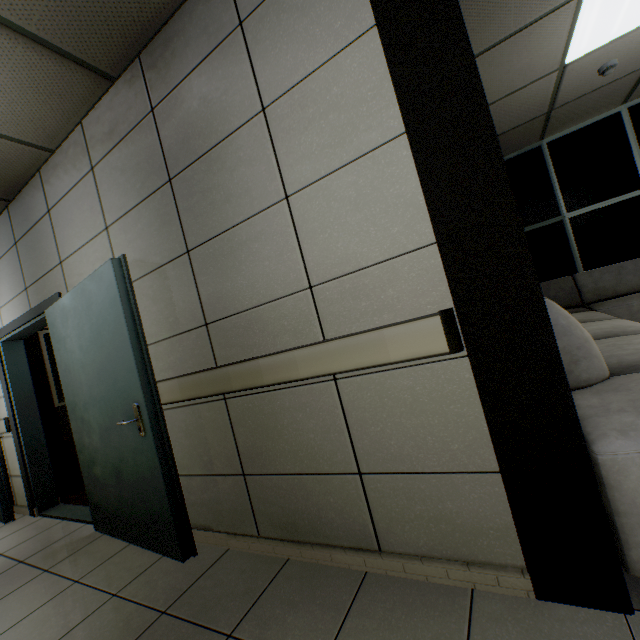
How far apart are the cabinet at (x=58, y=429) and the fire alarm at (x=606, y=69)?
7.1 meters

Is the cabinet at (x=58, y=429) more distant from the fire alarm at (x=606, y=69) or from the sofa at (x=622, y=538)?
the fire alarm at (x=606, y=69)

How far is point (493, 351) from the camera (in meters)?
1.25

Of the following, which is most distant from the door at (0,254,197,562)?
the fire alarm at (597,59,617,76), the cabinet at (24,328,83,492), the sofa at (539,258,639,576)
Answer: the fire alarm at (597,59,617,76)

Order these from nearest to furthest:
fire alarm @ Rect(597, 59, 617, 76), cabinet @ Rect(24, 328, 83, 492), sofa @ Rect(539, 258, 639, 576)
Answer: sofa @ Rect(539, 258, 639, 576) → fire alarm @ Rect(597, 59, 617, 76) → cabinet @ Rect(24, 328, 83, 492)

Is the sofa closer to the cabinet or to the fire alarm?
the fire alarm

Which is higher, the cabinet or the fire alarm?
the fire alarm

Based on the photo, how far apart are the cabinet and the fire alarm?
7.1m
